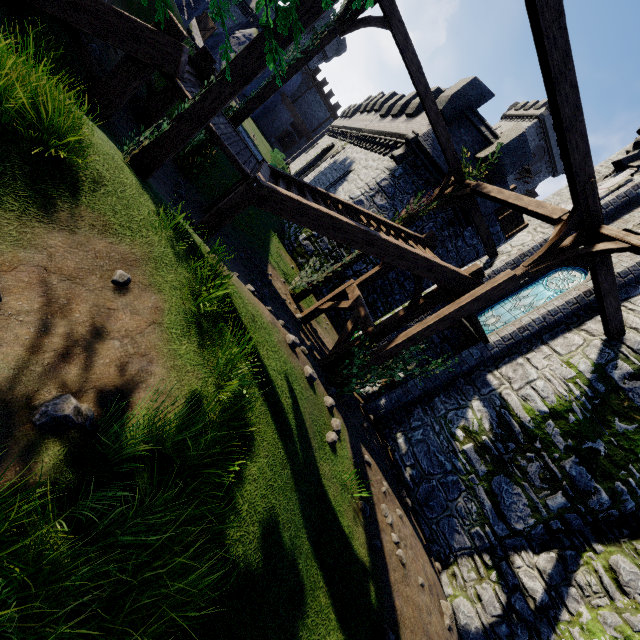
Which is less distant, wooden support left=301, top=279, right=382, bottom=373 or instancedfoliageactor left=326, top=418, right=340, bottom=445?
instancedfoliageactor left=326, top=418, right=340, bottom=445

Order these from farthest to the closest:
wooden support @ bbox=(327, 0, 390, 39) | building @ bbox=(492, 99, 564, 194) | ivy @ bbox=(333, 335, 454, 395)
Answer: building @ bbox=(492, 99, 564, 194) → wooden support @ bbox=(327, 0, 390, 39) → ivy @ bbox=(333, 335, 454, 395)

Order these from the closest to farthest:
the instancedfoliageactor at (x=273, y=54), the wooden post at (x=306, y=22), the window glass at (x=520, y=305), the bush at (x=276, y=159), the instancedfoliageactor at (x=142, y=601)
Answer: the instancedfoliageactor at (x=142, y=601) < the instancedfoliageactor at (x=273, y=54) < the wooden post at (x=306, y=22) < the window glass at (x=520, y=305) < the bush at (x=276, y=159)

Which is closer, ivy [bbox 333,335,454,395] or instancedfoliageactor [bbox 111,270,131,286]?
instancedfoliageactor [bbox 111,270,131,286]

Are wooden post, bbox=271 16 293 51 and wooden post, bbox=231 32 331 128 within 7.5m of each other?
yes

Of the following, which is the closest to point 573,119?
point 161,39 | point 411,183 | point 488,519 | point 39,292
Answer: point 161,39

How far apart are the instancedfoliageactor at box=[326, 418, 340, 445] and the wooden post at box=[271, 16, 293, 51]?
5.5 meters

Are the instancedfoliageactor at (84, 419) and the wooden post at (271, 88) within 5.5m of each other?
no
